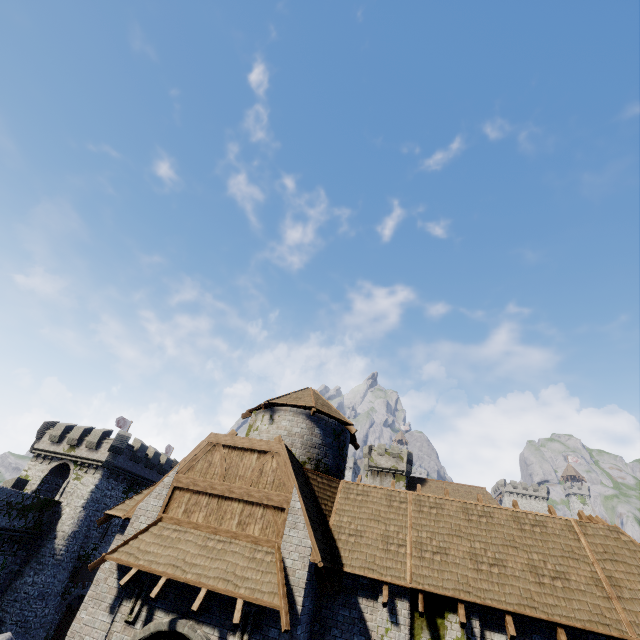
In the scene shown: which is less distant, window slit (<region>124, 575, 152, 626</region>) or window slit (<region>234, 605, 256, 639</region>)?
window slit (<region>234, 605, 256, 639</region>)

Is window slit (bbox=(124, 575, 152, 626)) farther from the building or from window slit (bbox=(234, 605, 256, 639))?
window slit (bbox=(234, 605, 256, 639))

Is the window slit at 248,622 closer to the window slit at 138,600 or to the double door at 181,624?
the double door at 181,624

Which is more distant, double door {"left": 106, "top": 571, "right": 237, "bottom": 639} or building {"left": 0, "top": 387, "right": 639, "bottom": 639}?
→ building {"left": 0, "top": 387, "right": 639, "bottom": 639}

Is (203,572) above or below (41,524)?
above

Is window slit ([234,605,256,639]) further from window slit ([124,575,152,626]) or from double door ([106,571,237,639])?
window slit ([124,575,152,626])

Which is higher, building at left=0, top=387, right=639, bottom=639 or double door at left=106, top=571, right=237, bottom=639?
building at left=0, top=387, right=639, bottom=639

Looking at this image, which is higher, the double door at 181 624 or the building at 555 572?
the building at 555 572
